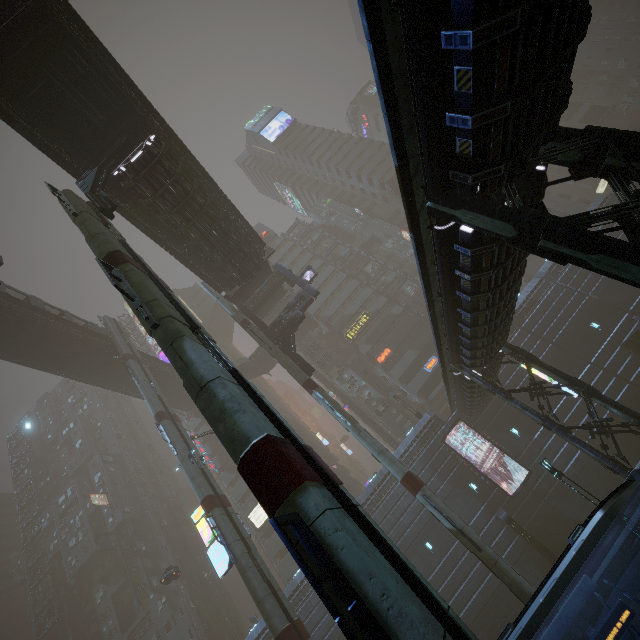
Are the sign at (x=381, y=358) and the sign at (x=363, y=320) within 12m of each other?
yes

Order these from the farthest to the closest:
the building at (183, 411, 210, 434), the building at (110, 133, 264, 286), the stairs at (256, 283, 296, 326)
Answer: the building at (183, 411, 210, 434), the stairs at (256, 283, 296, 326), the building at (110, 133, 264, 286)

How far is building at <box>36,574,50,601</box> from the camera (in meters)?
53.34

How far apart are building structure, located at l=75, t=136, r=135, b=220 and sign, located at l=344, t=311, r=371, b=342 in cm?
3648

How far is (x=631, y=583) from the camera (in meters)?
14.81

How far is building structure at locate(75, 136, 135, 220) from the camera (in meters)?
14.39

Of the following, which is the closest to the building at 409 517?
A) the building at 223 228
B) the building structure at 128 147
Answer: the building structure at 128 147

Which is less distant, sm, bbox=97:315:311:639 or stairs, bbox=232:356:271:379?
sm, bbox=97:315:311:639
